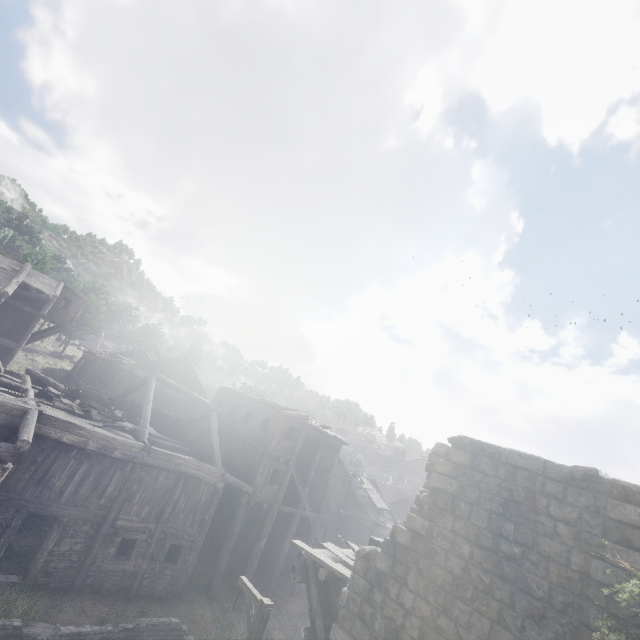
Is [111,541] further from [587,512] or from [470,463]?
[587,512]

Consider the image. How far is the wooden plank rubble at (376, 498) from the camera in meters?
31.1 m

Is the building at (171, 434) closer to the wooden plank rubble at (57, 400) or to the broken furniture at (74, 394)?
the wooden plank rubble at (57, 400)

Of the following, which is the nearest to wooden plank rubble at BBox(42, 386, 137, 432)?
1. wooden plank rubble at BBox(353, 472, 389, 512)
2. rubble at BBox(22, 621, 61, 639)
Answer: rubble at BBox(22, 621, 61, 639)

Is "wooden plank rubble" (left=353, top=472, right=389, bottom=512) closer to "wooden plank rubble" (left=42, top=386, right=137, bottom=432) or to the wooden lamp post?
"wooden plank rubble" (left=42, top=386, right=137, bottom=432)

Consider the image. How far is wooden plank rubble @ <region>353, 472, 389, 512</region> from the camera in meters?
31.1 m

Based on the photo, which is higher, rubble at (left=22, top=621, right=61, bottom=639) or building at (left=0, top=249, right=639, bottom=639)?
building at (left=0, top=249, right=639, bottom=639)

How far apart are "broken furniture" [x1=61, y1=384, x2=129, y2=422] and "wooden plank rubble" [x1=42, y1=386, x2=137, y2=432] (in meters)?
0.01
